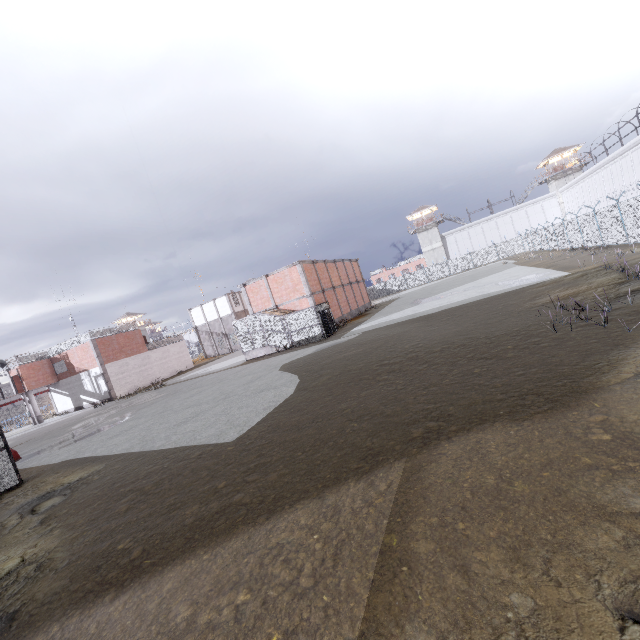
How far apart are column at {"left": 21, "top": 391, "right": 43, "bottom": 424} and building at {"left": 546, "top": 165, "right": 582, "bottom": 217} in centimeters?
8305cm

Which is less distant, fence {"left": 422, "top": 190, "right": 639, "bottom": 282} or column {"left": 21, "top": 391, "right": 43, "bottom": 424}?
fence {"left": 422, "top": 190, "right": 639, "bottom": 282}

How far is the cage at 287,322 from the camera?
26.44m

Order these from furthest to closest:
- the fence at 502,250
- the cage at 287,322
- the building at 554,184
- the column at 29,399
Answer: the building at 554,184, the column at 29,399, the cage at 287,322, the fence at 502,250

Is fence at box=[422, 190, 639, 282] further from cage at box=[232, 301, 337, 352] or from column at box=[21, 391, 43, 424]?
cage at box=[232, 301, 337, 352]

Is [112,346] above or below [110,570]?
above

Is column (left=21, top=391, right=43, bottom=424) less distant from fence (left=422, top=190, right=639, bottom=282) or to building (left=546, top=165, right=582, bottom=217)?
fence (left=422, top=190, right=639, bottom=282)
